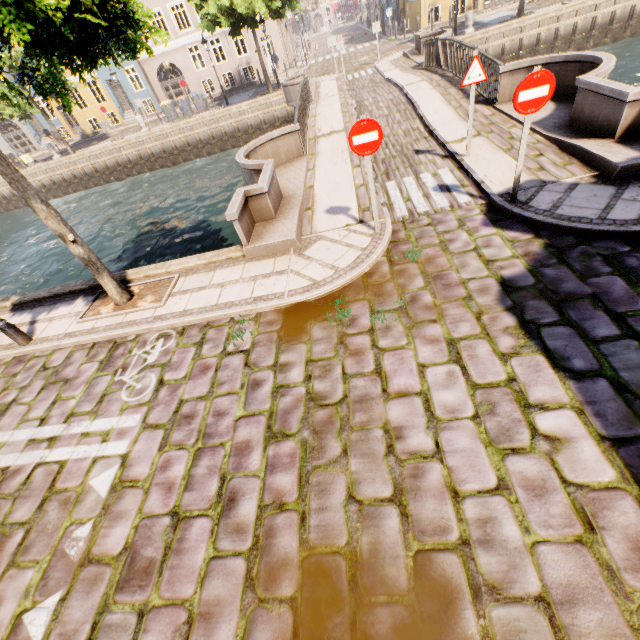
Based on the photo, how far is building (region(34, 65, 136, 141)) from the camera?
28.8 meters

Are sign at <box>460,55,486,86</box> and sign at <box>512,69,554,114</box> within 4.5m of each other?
yes

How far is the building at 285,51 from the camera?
27.9m

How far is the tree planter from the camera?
6.3 meters

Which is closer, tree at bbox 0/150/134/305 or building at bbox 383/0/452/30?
tree at bbox 0/150/134/305

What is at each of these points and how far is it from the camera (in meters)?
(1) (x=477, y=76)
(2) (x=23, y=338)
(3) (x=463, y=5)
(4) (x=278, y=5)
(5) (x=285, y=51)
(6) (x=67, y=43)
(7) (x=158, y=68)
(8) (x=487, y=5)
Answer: (1) sign, 6.52
(2) street light, 6.35
(3) building, 30.14
(4) tree, 17.42
(5) building, 30.48
(6) tree, 4.04
(7) building, 28.64
(8) building, 25.69

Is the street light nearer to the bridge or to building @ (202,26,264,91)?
the bridge

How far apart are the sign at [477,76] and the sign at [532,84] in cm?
246
